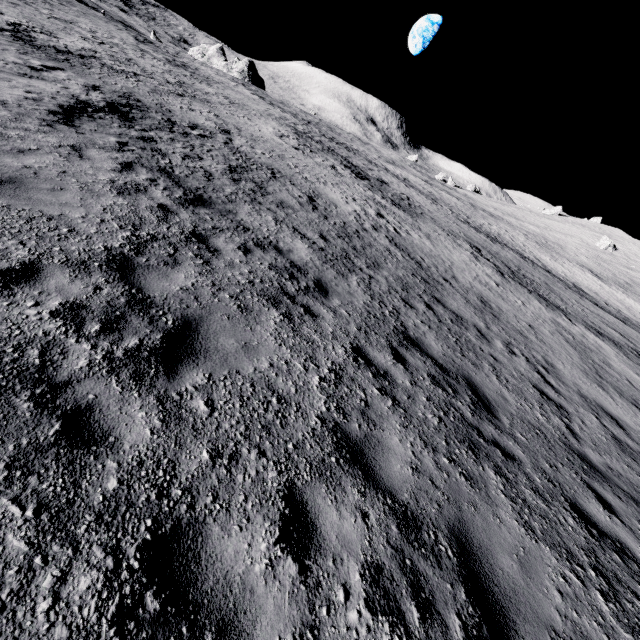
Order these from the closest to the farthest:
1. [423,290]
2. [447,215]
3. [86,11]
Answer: [423,290] < [447,215] < [86,11]
